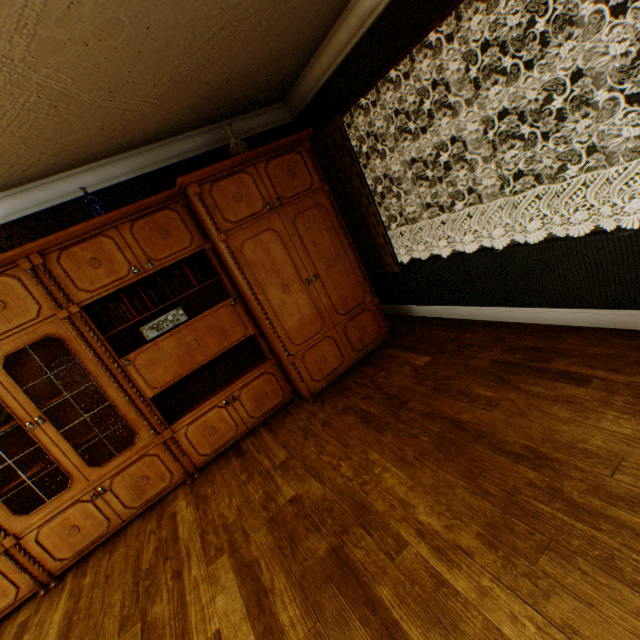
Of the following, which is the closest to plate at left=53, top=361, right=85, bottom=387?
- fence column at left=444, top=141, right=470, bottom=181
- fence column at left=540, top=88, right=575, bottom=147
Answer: fence column at left=540, top=88, right=575, bottom=147

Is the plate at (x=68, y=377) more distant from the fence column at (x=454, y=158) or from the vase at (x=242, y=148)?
the fence column at (x=454, y=158)

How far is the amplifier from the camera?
3.0m

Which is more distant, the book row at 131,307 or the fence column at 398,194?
the fence column at 398,194

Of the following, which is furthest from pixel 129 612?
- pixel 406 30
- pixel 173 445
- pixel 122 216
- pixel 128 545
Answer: pixel 406 30

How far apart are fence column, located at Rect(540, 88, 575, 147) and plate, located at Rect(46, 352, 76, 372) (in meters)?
20.18

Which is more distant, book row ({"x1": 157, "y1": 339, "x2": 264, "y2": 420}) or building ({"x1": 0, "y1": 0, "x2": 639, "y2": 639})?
book row ({"x1": 157, "y1": 339, "x2": 264, "y2": 420})

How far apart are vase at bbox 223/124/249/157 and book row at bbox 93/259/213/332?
1.11m
